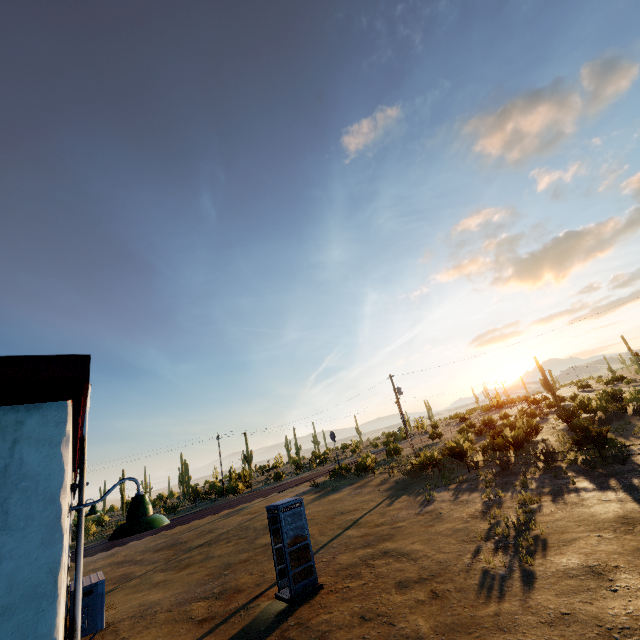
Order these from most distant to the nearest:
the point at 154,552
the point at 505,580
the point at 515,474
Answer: the point at 154,552 → the point at 515,474 → the point at 505,580

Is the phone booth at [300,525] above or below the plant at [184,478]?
below

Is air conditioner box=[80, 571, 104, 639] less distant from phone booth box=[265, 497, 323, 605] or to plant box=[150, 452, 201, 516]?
phone booth box=[265, 497, 323, 605]

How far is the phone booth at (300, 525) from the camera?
10.10m

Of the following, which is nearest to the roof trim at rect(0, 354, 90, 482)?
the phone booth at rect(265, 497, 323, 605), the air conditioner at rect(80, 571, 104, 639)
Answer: the air conditioner at rect(80, 571, 104, 639)

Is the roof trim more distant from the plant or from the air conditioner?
the plant

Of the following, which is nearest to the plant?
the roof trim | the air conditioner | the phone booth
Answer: the roof trim
